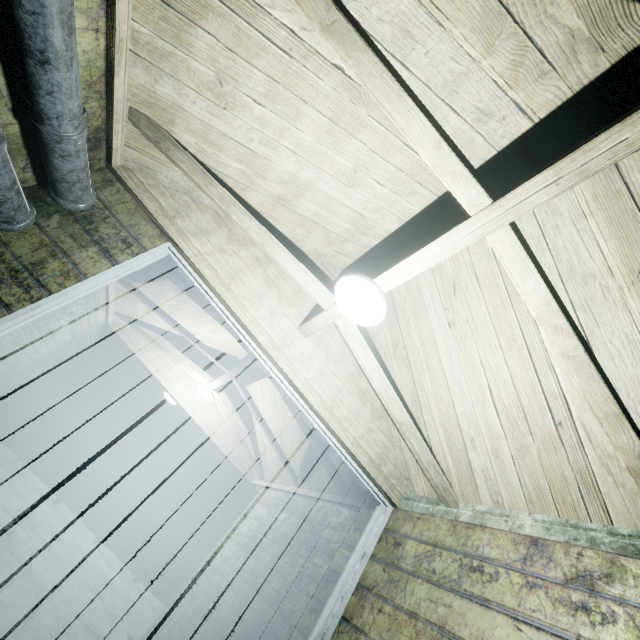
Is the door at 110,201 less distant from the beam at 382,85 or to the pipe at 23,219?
the pipe at 23,219

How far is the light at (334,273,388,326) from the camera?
1.7 meters

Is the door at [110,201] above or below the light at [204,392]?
below

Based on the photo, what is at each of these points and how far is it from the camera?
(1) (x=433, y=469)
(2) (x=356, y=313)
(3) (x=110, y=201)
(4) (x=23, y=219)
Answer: (1) beam, 2.0 meters
(2) light, 1.7 meters
(3) door, 2.0 meters
(4) pipe, 1.7 meters

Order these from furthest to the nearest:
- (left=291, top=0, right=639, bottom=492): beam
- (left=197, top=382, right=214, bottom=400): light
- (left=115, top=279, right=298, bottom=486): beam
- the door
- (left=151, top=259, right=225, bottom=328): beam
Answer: (left=197, top=382, right=214, bottom=400): light → (left=115, top=279, right=298, bottom=486): beam → (left=151, top=259, right=225, bottom=328): beam → the door → (left=291, top=0, right=639, bottom=492): beam

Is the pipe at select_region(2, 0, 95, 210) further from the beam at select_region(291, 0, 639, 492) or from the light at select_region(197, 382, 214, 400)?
the light at select_region(197, 382, 214, 400)

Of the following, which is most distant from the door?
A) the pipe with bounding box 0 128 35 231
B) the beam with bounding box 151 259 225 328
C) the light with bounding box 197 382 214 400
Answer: the light with bounding box 197 382 214 400

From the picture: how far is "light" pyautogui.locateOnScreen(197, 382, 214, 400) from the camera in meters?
4.4
